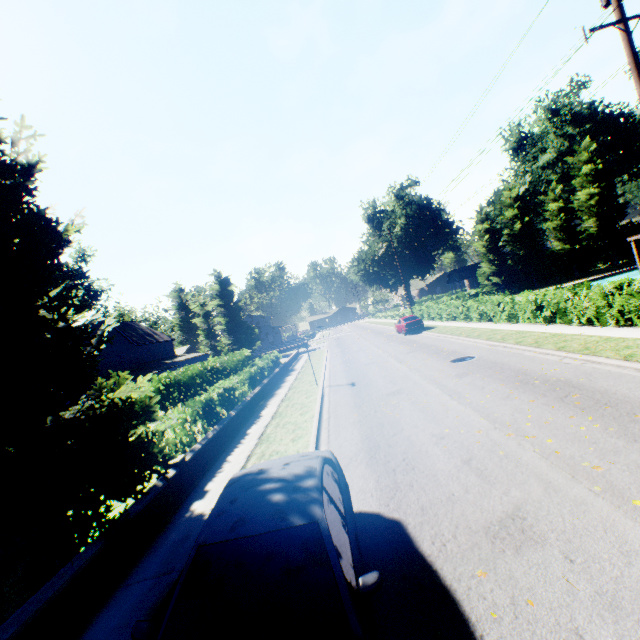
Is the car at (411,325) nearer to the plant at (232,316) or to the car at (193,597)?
the plant at (232,316)

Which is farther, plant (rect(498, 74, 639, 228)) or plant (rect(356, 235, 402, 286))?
plant (rect(356, 235, 402, 286))

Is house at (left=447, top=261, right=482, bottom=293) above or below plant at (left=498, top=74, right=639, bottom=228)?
below

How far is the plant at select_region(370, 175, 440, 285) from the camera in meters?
53.3 m

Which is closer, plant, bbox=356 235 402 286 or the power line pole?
the power line pole

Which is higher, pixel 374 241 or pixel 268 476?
pixel 374 241

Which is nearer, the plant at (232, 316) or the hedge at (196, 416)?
the hedge at (196, 416)

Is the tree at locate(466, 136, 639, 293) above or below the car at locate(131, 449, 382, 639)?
above
